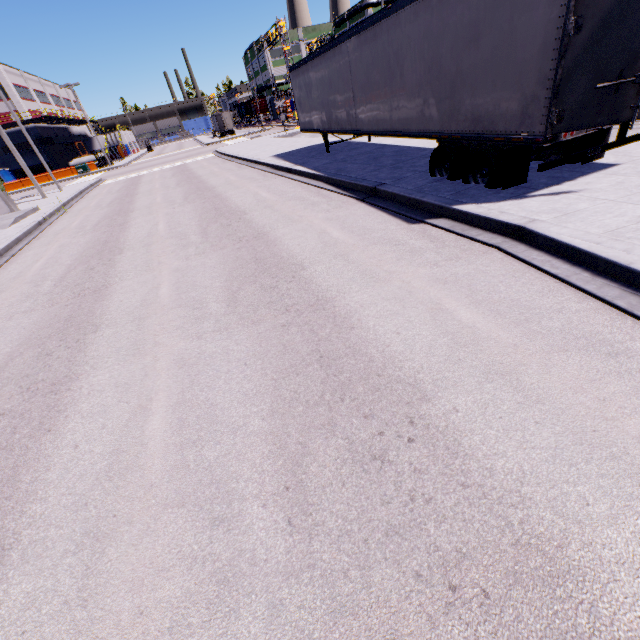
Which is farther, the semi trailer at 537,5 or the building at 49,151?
the building at 49,151

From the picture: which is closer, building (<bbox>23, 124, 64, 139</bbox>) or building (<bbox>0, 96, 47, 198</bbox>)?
building (<bbox>0, 96, 47, 198</bbox>)

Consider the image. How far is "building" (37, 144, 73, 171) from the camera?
50.3m

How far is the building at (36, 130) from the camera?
48.5m

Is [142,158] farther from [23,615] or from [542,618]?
[542,618]

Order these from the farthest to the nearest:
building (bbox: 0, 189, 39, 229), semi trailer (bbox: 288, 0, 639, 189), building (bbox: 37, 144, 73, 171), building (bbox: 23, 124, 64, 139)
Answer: building (bbox: 37, 144, 73, 171) < building (bbox: 23, 124, 64, 139) < building (bbox: 0, 189, 39, 229) < semi trailer (bbox: 288, 0, 639, 189)

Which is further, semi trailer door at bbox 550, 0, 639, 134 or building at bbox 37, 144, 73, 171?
building at bbox 37, 144, 73, 171
